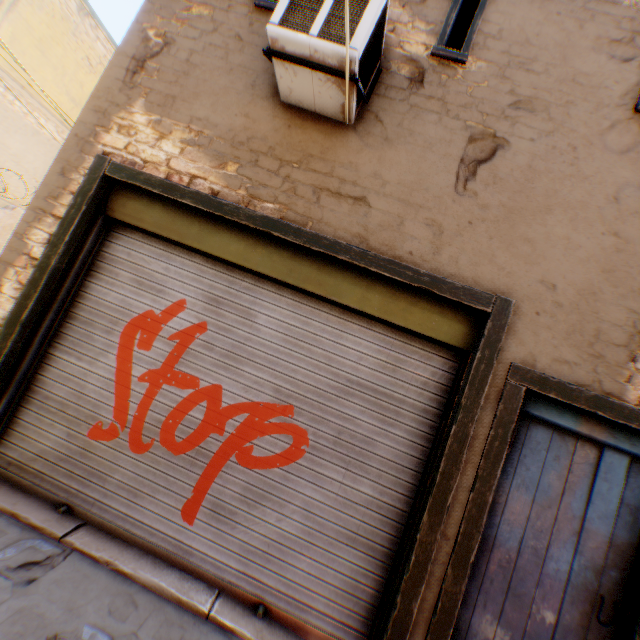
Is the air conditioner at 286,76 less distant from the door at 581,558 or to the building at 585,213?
the building at 585,213

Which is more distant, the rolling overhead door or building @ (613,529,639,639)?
the rolling overhead door

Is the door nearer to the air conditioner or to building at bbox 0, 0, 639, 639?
building at bbox 0, 0, 639, 639

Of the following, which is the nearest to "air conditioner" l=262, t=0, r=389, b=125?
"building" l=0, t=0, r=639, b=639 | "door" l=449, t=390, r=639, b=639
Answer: "building" l=0, t=0, r=639, b=639

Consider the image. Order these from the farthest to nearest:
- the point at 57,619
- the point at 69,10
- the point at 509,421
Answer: the point at 69,10 → the point at 509,421 → the point at 57,619

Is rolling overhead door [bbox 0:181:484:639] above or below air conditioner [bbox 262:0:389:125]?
below

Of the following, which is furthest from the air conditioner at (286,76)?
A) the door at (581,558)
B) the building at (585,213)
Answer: the door at (581,558)
